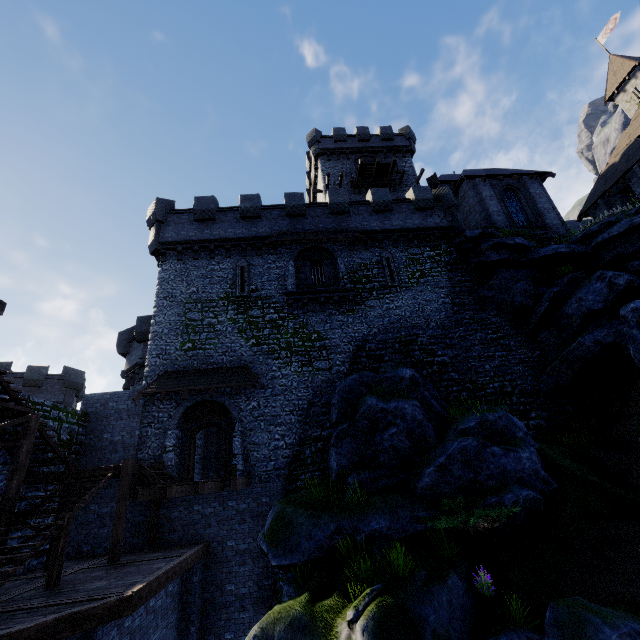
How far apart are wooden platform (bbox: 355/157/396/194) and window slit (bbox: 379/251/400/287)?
12.3m

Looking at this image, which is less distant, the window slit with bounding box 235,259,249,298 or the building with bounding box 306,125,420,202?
the window slit with bounding box 235,259,249,298

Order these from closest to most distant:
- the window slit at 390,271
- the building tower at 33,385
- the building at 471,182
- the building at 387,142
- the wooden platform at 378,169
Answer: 1. the window slit at 390,271
2. the building at 471,182
3. the building tower at 33,385
4. the wooden platform at 378,169
5. the building at 387,142

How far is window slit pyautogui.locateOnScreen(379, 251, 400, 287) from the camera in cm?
1995

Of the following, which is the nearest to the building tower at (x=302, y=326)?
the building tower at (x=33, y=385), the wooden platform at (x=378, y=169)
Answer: the wooden platform at (x=378, y=169)

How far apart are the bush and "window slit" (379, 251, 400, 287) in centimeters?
1222cm

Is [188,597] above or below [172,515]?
below

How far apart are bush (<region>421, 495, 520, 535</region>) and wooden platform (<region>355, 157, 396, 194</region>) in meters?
27.3
